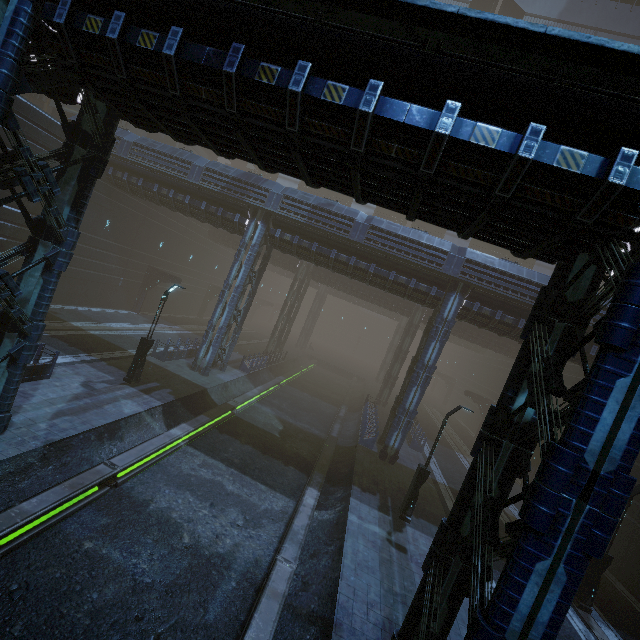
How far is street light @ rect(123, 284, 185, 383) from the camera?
16.4m

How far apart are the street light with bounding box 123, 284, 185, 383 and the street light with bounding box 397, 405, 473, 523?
14.3m

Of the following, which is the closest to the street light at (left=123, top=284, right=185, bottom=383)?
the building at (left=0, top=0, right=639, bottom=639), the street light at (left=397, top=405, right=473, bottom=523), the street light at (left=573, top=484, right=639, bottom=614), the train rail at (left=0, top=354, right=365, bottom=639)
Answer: the train rail at (left=0, top=354, right=365, bottom=639)

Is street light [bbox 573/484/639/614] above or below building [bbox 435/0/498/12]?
below

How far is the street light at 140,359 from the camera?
16.4 meters

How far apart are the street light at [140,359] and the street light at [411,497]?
14.35m

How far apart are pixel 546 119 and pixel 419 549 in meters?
14.3 m

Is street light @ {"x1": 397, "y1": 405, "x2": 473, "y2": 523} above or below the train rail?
above
